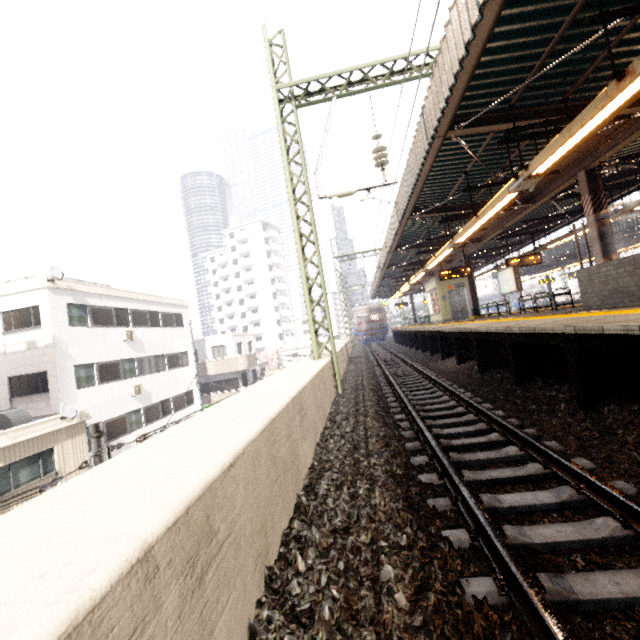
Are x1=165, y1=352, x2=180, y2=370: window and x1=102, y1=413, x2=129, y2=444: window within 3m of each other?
no

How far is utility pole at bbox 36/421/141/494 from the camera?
5.38m

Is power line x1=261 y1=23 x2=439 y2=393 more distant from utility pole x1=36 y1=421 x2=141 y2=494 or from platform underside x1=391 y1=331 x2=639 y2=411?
utility pole x1=36 y1=421 x2=141 y2=494

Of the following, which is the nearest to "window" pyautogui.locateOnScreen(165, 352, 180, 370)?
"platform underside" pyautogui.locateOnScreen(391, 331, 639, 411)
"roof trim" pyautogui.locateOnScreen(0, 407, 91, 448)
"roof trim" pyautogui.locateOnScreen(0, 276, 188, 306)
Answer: "roof trim" pyautogui.locateOnScreen(0, 276, 188, 306)

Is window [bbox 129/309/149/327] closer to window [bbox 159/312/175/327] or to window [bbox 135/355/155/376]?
window [bbox 159/312/175/327]

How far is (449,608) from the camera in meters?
1.9 m

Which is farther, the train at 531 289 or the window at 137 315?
the train at 531 289

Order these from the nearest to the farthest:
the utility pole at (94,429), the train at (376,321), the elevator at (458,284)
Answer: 1. the utility pole at (94,429)
2. the elevator at (458,284)
3. the train at (376,321)
